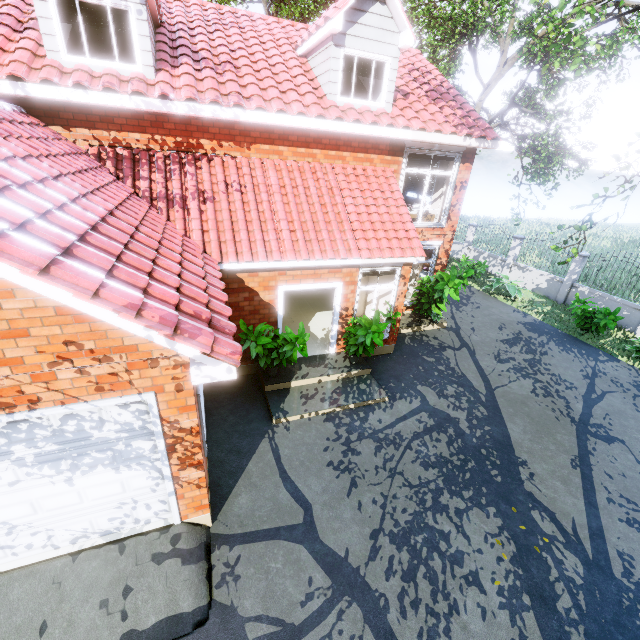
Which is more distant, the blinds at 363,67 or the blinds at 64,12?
the blinds at 363,67

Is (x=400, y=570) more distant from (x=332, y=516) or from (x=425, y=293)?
(x=425, y=293)

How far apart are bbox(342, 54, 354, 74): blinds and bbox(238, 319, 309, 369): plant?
6.7 meters

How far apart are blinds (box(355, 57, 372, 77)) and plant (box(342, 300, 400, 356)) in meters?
5.7

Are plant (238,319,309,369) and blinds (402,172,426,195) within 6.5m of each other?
no

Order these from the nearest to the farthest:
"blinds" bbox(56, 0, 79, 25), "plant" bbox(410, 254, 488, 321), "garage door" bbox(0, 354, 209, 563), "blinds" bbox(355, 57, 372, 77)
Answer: "garage door" bbox(0, 354, 209, 563) < "blinds" bbox(56, 0, 79, 25) < "blinds" bbox(355, 57, 372, 77) < "plant" bbox(410, 254, 488, 321)

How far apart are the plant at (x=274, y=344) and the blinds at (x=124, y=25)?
6.5m

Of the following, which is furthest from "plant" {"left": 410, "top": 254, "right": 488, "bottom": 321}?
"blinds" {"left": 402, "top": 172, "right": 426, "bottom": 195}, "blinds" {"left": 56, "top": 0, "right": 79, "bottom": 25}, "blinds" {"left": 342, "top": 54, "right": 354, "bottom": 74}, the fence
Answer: "blinds" {"left": 56, "top": 0, "right": 79, "bottom": 25}
